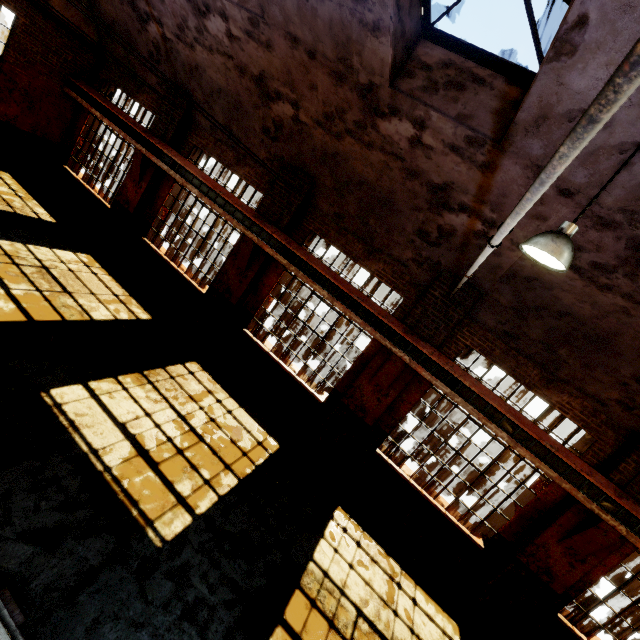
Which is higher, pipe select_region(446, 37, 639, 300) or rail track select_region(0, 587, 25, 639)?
pipe select_region(446, 37, 639, 300)

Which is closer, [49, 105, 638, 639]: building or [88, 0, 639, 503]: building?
[88, 0, 639, 503]: building

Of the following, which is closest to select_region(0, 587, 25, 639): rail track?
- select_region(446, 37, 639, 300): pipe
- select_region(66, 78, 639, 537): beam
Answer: select_region(446, 37, 639, 300): pipe

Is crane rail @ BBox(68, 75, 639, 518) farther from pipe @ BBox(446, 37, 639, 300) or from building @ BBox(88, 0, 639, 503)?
pipe @ BBox(446, 37, 639, 300)

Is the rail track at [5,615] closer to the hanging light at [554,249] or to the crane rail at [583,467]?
the hanging light at [554,249]

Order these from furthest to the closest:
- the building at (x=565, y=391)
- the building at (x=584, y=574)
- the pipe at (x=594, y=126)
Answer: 1. the building at (x=584, y=574)
2. the building at (x=565, y=391)
3. the pipe at (x=594, y=126)

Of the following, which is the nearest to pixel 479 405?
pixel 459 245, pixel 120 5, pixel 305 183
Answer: pixel 459 245

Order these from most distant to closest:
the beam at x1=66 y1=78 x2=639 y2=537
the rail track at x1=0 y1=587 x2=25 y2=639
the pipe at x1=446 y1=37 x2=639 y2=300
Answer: the beam at x1=66 y1=78 x2=639 y2=537
the rail track at x1=0 y1=587 x2=25 y2=639
the pipe at x1=446 y1=37 x2=639 y2=300
